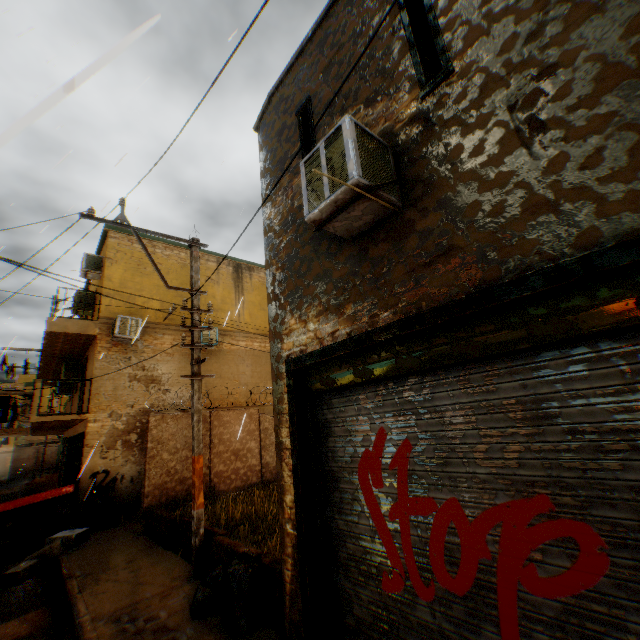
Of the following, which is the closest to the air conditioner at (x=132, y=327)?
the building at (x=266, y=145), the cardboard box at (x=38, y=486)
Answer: the building at (x=266, y=145)

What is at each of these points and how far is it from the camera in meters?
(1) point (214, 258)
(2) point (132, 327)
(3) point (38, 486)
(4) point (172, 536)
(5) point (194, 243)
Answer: (1) building, 16.2
(2) air conditioner, 12.1
(3) cardboard box, 9.5
(4) concrete block, 7.7
(5) electric pole, 7.9

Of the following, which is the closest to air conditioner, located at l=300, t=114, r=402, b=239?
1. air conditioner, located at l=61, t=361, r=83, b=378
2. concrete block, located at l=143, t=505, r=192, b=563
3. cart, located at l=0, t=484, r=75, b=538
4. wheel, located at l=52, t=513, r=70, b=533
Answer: concrete block, located at l=143, t=505, r=192, b=563

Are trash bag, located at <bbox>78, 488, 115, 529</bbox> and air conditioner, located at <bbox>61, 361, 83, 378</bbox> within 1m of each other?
no

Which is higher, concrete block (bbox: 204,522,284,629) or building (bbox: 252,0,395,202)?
building (bbox: 252,0,395,202)

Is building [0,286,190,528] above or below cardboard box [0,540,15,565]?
above

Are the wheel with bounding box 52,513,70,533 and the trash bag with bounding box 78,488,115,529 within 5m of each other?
yes

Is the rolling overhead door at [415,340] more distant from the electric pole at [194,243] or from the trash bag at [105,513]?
the trash bag at [105,513]
